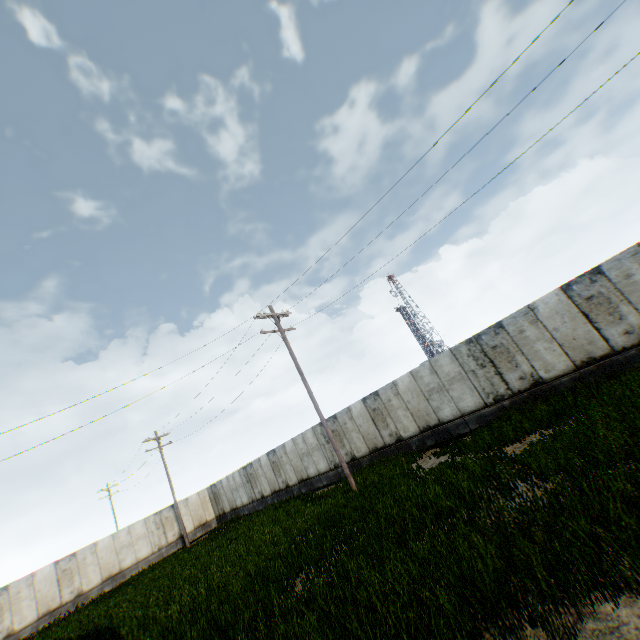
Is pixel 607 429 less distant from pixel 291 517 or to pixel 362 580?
pixel 362 580
